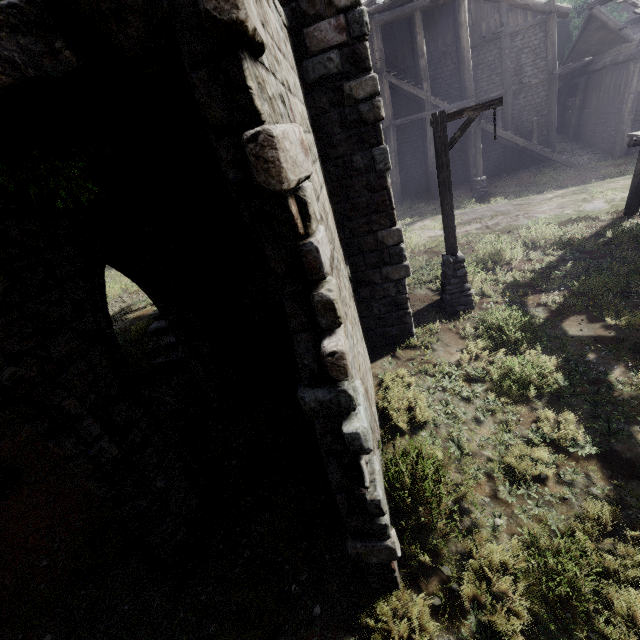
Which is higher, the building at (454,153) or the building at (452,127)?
the building at (452,127)

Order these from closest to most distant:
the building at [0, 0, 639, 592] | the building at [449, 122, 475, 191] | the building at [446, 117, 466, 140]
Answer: the building at [0, 0, 639, 592] < the building at [449, 122, 475, 191] < the building at [446, 117, 466, 140]

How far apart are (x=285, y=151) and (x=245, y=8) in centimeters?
70cm

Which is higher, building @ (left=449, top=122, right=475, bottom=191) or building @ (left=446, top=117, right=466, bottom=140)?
building @ (left=446, top=117, right=466, bottom=140)

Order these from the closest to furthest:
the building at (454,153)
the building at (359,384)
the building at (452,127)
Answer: the building at (359,384)
the building at (454,153)
the building at (452,127)

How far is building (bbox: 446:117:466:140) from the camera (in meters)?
20.75
